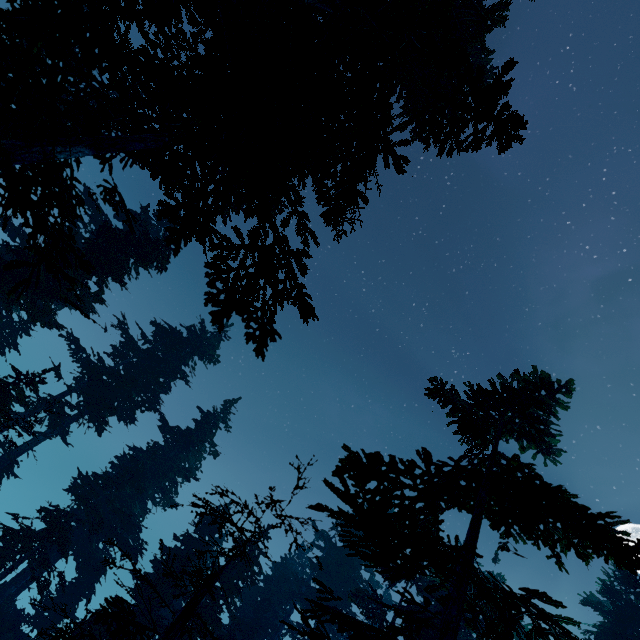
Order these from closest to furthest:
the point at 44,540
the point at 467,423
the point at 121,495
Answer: the point at 467,423, the point at 44,540, the point at 121,495
